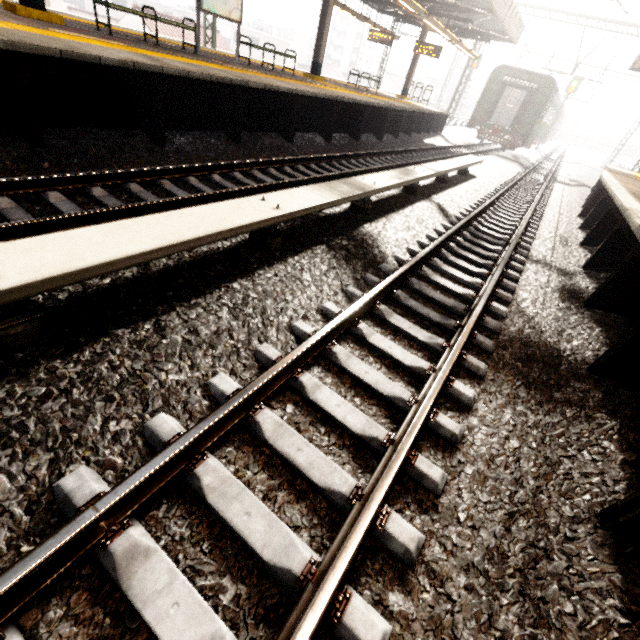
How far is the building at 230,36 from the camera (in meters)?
52.80

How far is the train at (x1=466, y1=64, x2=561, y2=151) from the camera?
20.2m

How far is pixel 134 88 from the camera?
5.82m

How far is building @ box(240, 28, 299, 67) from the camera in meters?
50.7

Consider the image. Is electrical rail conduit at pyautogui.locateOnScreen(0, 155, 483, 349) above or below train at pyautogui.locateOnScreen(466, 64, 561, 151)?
below

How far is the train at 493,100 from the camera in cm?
2020

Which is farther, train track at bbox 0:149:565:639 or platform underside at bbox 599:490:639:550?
platform underside at bbox 599:490:639:550
